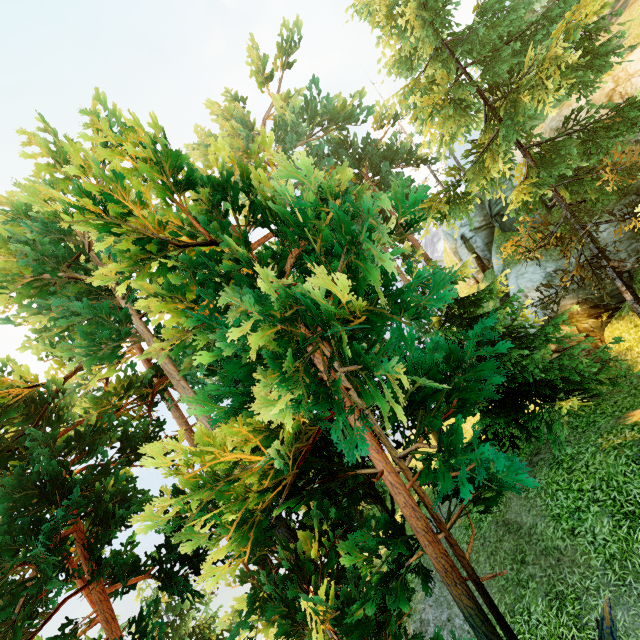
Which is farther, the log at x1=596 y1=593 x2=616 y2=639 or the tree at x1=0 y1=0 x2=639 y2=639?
the log at x1=596 y1=593 x2=616 y2=639

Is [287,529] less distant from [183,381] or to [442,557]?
[183,381]

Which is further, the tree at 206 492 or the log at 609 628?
the log at 609 628

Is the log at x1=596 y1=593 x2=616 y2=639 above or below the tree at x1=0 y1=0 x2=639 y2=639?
below

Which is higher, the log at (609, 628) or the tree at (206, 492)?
the tree at (206, 492)
